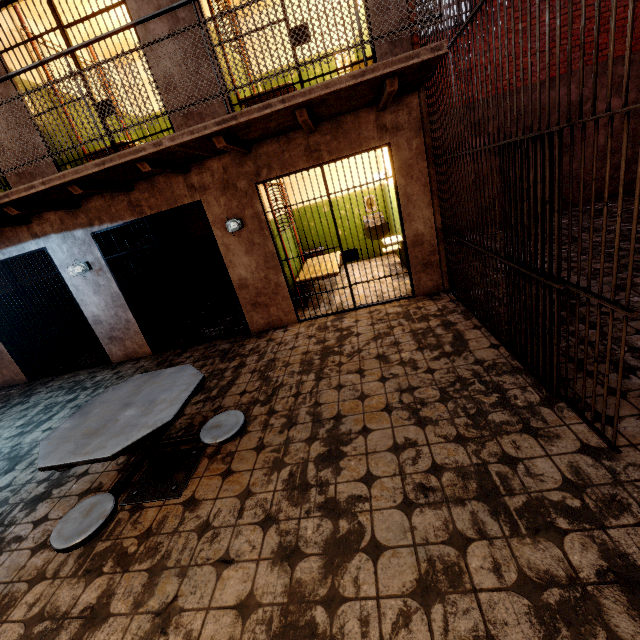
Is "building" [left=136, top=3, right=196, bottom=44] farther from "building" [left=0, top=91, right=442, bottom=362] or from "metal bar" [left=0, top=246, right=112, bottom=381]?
"metal bar" [left=0, top=246, right=112, bottom=381]

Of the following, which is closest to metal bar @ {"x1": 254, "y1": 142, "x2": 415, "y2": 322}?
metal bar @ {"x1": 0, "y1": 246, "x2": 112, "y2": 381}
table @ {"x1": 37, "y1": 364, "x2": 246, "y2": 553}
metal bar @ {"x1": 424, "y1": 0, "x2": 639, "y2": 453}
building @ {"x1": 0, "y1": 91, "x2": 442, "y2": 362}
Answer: building @ {"x1": 0, "y1": 91, "x2": 442, "y2": 362}

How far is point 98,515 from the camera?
2.18m

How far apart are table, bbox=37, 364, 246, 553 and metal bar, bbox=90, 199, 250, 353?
2.2m

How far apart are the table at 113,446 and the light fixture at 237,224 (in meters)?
2.44

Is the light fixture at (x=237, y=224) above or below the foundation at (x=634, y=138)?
above

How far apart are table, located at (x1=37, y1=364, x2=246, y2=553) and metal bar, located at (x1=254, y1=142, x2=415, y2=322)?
2.4 meters

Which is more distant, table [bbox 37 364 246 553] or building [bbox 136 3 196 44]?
building [bbox 136 3 196 44]
